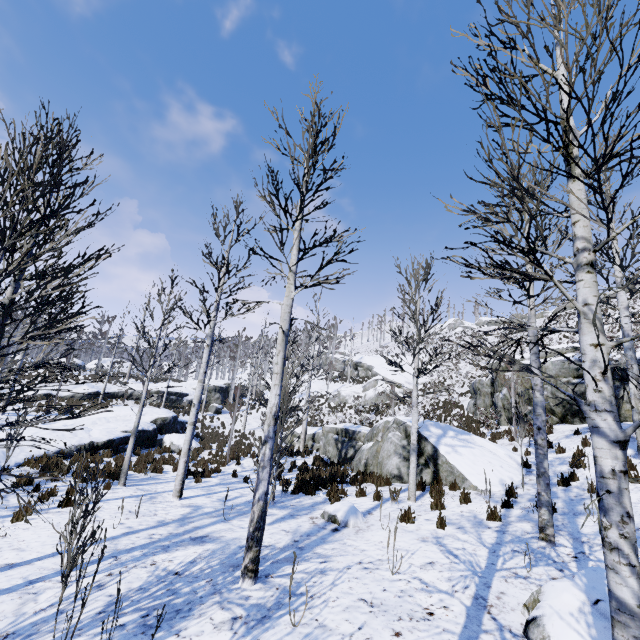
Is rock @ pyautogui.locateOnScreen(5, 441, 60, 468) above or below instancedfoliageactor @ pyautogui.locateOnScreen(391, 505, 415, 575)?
below

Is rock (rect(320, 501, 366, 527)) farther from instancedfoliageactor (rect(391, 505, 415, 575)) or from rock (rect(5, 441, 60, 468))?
rock (rect(5, 441, 60, 468))

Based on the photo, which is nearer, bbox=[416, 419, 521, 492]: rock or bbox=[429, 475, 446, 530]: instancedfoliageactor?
bbox=[429, 475, 446, 530]: instancedfoliageactor

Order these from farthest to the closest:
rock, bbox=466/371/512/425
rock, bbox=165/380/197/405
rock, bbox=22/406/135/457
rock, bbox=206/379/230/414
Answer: rock, bbox=206/379/230/414, rock, bbox=165/380/197/405, rock, bbox=466/371/512/425, rock, bbox=22/406/135/457

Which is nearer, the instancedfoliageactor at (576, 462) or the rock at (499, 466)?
the instancedfoliageactor at (576, 462)

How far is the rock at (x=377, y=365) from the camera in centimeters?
3378cm

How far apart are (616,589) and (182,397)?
35.11m

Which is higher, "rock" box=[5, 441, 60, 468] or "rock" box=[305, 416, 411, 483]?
"rock" box=[305, 416, 411, 483]
